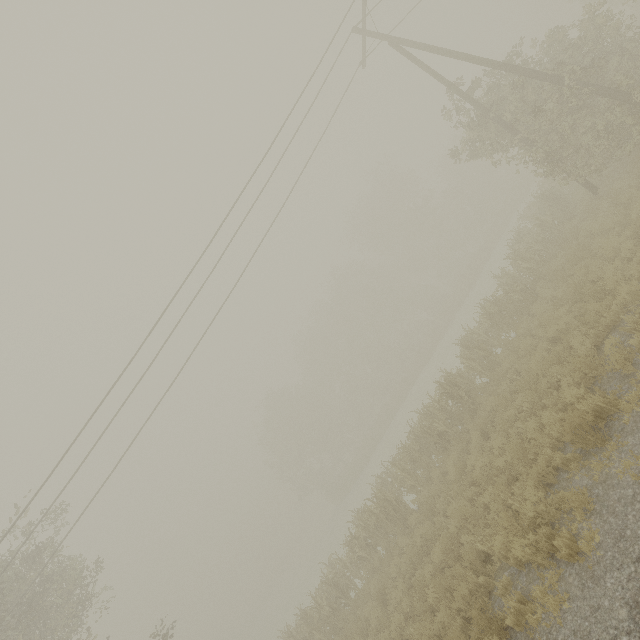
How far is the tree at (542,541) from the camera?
5.5 meters

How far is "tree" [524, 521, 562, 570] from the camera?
5.5m

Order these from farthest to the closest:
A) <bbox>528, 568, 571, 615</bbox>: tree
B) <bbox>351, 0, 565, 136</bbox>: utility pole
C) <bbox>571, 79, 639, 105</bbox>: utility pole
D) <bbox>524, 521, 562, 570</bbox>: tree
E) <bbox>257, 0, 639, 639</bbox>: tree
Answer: <bbox>257, 0, 639, 639</bbox>: tree < <bbox>351, 0, 565, 136</bbox>: utility pole < <bbox>571, 79, 639, 105</bbox>: utility pole < <bbox>524, 521, 562, 570</bbox>: tree < <bbox>528, 568, 571, 615</bbox>: tree

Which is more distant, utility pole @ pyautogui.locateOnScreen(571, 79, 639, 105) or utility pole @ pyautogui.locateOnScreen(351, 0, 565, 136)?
utility pole @ pyautogui.locateOnScreen(351, 0, 565, 136)

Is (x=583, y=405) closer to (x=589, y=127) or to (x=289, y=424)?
(x=589, y=127)

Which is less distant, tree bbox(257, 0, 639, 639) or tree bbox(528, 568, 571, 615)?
tree bbox(528, 568, 571, 615)

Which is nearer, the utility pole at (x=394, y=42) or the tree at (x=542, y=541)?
the tree at (x=542, y=541)
